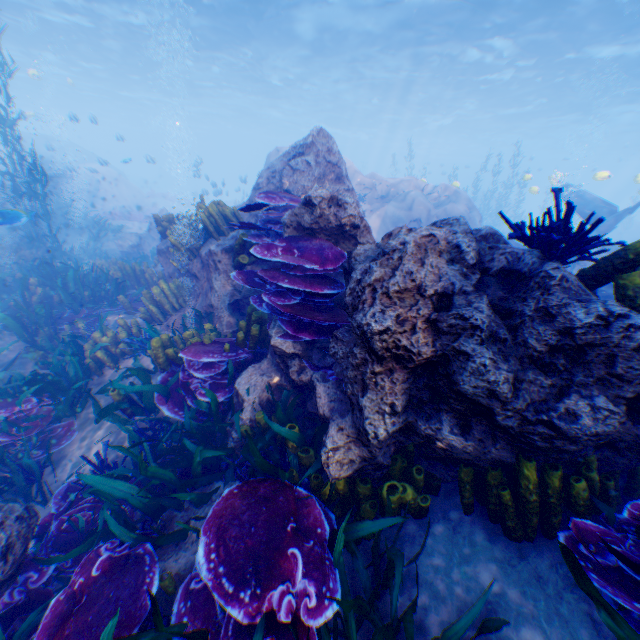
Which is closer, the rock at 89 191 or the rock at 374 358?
the rock at 374 358

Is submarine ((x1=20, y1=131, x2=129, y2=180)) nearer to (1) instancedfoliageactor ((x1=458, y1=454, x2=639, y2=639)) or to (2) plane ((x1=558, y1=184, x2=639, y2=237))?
(1) instancedfoliageactor ((x1=458, y1=454, x2=639, y2=639))

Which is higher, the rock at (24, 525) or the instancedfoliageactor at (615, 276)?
the instancedfoliageactor at (615, 276)

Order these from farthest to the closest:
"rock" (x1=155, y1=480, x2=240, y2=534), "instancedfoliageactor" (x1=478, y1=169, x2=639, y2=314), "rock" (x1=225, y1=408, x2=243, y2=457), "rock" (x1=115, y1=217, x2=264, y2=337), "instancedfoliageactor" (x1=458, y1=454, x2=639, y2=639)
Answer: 1. "rock" (x1=115, y1=217, x2=264, y2=337)
2. "rock" (x1=225, y1=408, x2=243, y2=457)
3. "rock" (x1=155, y1=480, x2=240, y2=534)
4. "instancedfoliageactor" (x1=478, y1=169, x2=639, y2=314)
5. "instancedfoliageactor" (x1=458, y1=454, x2=639, y2=639)

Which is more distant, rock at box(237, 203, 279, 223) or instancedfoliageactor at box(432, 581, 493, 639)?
rock at box(237, 203, 279, 223)

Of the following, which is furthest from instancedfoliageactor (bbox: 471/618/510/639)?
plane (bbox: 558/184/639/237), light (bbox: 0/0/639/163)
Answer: light (bbox: 0/0/639/163)

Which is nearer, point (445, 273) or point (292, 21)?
point (445, 273)

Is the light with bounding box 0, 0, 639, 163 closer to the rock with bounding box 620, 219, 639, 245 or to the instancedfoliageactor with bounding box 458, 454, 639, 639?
the rock with bounding box 620, 219, 639, 245
